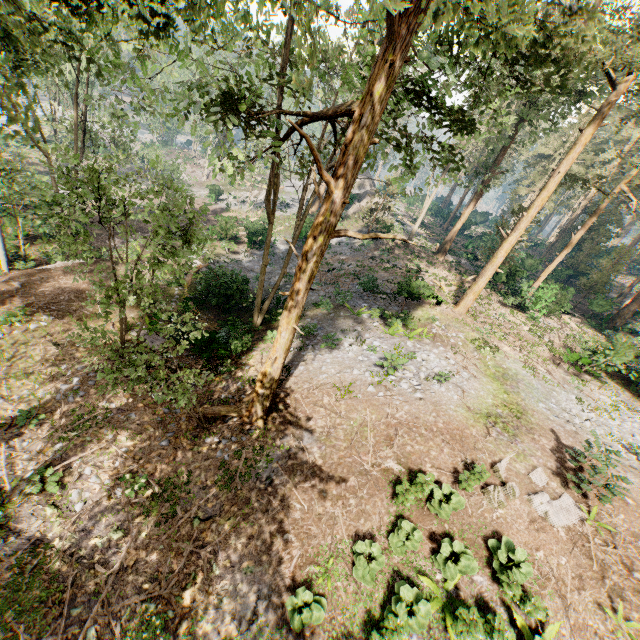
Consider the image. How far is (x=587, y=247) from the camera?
39.81m

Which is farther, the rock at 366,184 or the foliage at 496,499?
the rock at 366,184

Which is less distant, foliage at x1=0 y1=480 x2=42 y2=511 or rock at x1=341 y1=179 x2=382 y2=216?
foliage at x1=0 y1=480 x2=42 y2=511

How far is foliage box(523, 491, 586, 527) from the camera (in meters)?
9.80

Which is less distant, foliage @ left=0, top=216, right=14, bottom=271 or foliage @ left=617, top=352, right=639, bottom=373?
foliage @ left=0, top=216, right=14, bottom=271

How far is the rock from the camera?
39.78m

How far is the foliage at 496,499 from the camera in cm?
970
